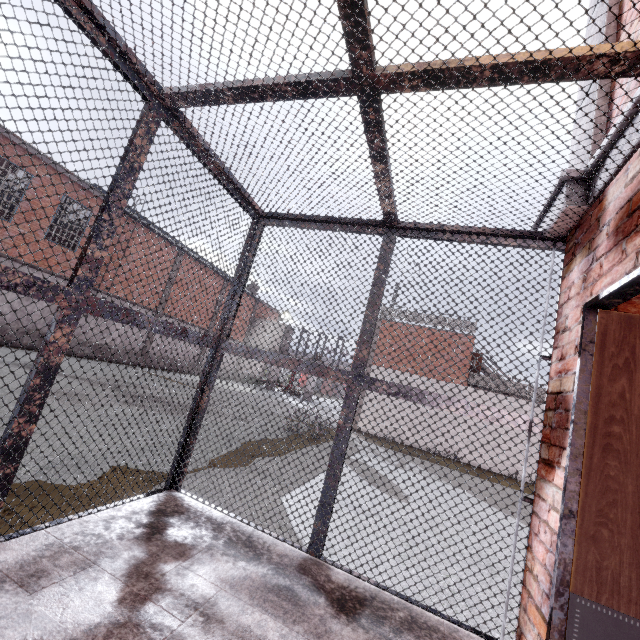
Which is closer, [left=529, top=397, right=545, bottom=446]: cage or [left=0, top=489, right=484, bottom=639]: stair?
[left=0, top=489, right=484, bottom=639]: stair

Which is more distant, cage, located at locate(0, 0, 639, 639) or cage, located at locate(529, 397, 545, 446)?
cage, located at locate(529, 397, 545, 446)

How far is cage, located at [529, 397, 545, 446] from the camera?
2.3m

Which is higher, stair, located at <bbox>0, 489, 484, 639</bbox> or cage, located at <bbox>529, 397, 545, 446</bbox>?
cage, located at <bbox>529, 397, 545, 446</bbox>

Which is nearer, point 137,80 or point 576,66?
point 576,66

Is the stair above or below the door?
below

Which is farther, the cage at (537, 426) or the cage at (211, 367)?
the cage at (537, 426)

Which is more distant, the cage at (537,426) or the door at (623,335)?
the cage at (537,426)
